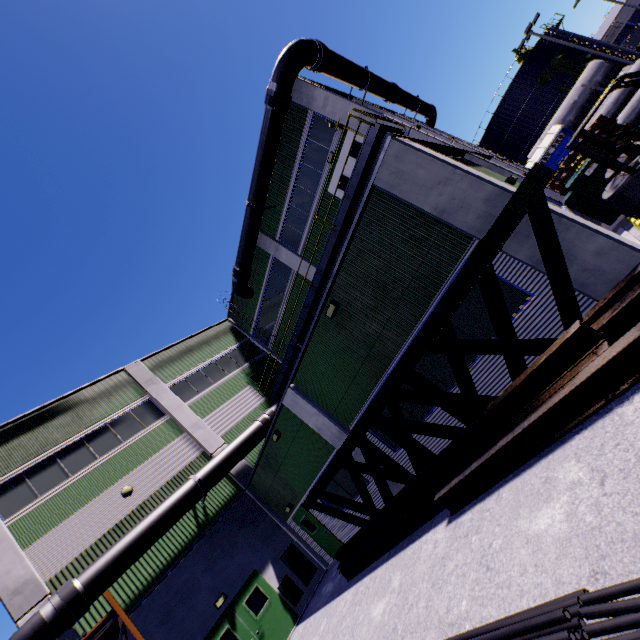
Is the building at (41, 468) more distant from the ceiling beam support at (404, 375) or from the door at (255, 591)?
the ceiling beam support at (404, 375)

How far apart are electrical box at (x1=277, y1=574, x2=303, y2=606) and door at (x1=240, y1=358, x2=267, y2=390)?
9.2 meters

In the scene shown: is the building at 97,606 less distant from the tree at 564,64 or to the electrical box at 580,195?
the tree at 564,64

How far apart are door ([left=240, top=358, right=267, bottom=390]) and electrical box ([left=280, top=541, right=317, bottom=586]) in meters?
8.1

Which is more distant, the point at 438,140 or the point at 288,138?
the point at 288,138

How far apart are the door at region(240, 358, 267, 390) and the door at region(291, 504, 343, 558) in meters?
7.3 m

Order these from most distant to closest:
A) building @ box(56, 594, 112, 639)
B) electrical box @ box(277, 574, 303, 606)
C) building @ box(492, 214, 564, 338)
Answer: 1. electrical box @ box(277, 574, 303, 606)
2. building @ box(56, 594, 112, 639)
3. building @ box(492, 214, 564, 338)

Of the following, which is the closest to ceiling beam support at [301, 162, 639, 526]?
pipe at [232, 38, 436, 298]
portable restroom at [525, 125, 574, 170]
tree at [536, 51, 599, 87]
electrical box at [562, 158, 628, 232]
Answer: electrical box at [562, 158, 628, 232]
